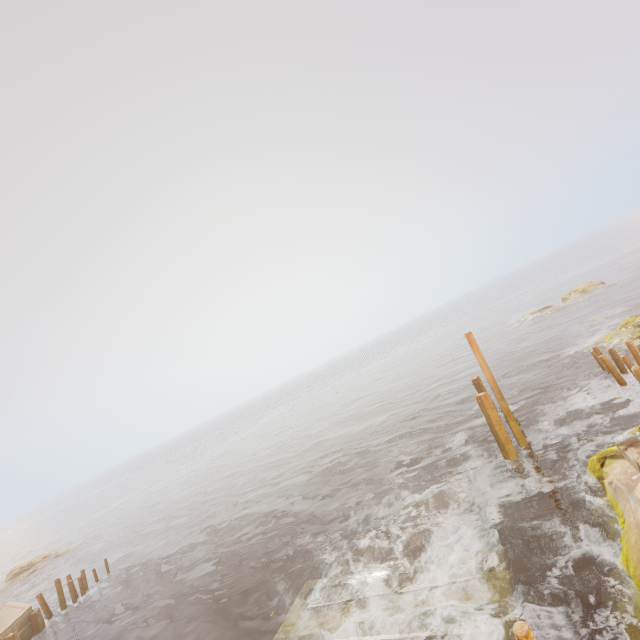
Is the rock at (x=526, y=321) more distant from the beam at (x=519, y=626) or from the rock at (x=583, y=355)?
the beam at (x=519, y=626)

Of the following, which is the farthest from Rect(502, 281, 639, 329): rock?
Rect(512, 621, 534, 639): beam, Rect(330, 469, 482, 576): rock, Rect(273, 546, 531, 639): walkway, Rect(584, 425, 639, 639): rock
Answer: Rect(512, 621, 534, 639): beam

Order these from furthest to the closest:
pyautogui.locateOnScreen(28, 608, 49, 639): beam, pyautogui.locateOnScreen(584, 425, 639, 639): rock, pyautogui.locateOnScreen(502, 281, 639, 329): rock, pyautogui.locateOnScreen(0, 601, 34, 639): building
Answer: pyautogui.locateOnScreen(502, 281, 639, 329): rock
pyautogui.locateOnScreen(28, 608, 49, 639): beam
pyautogui.locateOnScreen(0, 601, 34, 639): building
pyautogui.locateOnScreen(584, 425, 639, 639): rock

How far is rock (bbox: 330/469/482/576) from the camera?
10.9m

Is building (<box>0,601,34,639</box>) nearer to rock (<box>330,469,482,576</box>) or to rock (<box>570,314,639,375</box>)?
rock (<box>330,469,482,576</box>)

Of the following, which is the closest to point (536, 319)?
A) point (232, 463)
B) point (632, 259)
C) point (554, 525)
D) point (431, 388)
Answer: point (431, 388)

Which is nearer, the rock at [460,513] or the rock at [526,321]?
the rock at [460,513]

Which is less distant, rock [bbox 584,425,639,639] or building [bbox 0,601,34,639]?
rock [bbox 584,425,639,639]
